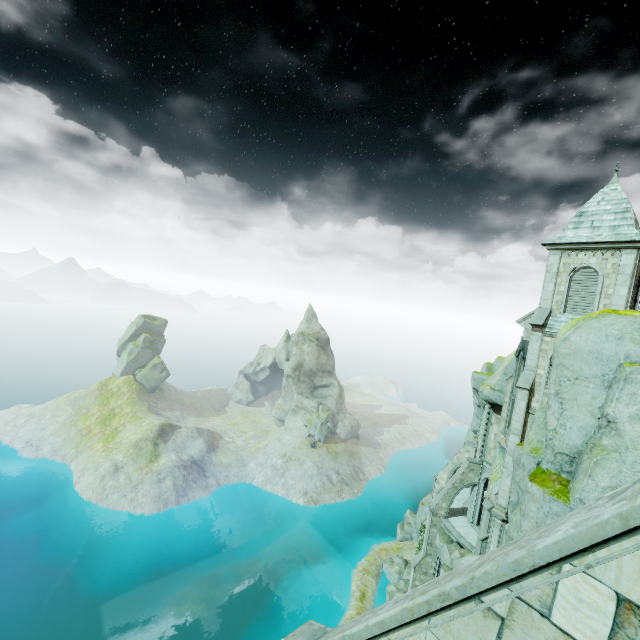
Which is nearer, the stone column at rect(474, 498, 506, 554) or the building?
the building

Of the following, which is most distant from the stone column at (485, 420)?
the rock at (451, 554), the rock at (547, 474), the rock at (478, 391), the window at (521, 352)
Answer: the rock at (547, 474)

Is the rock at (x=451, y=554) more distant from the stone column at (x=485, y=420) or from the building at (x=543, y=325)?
the stone column at (x=485, y=420)

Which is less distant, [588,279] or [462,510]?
[588,279]

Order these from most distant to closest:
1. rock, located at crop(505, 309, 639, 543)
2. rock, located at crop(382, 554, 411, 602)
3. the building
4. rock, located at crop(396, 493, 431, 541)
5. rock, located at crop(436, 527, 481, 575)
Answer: rock, located at crop(396, 493, 431, 541), rock, located at crop(382, 554, 411, 602), rock, located at crop(436, 527, 481, 575), the building, rock, located at crop(505, 309, 639, 543)

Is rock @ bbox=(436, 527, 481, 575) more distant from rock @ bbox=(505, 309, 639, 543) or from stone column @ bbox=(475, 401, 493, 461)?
stone column @ bbox=(475, 401, 493, 461)

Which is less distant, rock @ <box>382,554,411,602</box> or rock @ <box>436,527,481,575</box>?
rock @ <box>436,527,481,575</box>

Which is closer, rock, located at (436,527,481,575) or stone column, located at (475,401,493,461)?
rock, located at (436,527,481,575)
